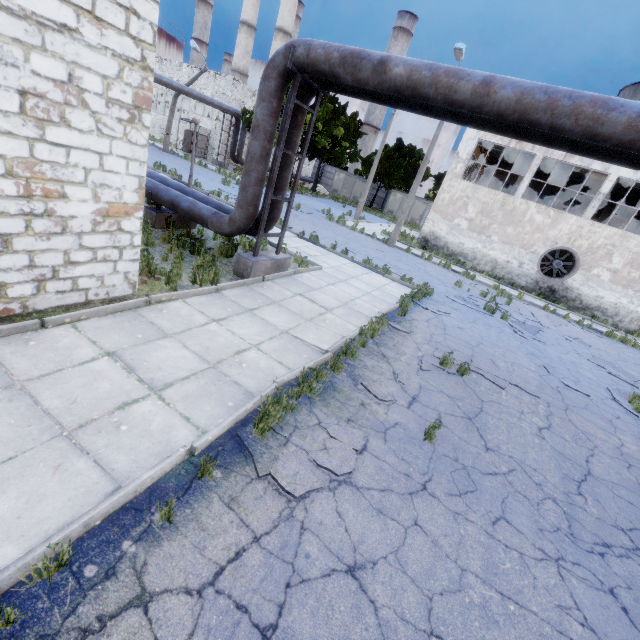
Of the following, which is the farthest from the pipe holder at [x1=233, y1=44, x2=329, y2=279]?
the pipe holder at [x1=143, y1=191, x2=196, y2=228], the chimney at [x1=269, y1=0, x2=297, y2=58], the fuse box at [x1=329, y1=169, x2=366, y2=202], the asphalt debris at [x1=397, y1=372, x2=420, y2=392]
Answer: the chimney at [x1=269, y1=0, x2=297, y2=58]

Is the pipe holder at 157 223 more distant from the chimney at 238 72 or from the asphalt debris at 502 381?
the chimney at 238 72

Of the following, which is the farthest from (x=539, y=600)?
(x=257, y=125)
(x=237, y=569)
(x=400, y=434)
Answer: (x=257, y=125)

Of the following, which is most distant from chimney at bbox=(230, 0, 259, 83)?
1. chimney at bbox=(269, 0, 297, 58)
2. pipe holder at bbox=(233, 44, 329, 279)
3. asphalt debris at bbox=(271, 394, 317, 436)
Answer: asphalt debris at bbox=(271, 394, 317, 436)

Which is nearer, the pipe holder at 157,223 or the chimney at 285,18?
the pipe holder at 157,223

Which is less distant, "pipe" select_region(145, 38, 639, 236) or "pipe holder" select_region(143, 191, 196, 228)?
"pipe" select_region(145, 38, 639, 236)

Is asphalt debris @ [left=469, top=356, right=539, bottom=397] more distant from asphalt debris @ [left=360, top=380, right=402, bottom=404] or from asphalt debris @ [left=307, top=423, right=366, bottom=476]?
asphalt debris @ [left=307, top=423, right=366, bottom=476]

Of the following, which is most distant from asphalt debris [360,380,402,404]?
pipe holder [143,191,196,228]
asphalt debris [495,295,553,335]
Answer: pipe holder [143,191,196,228]
